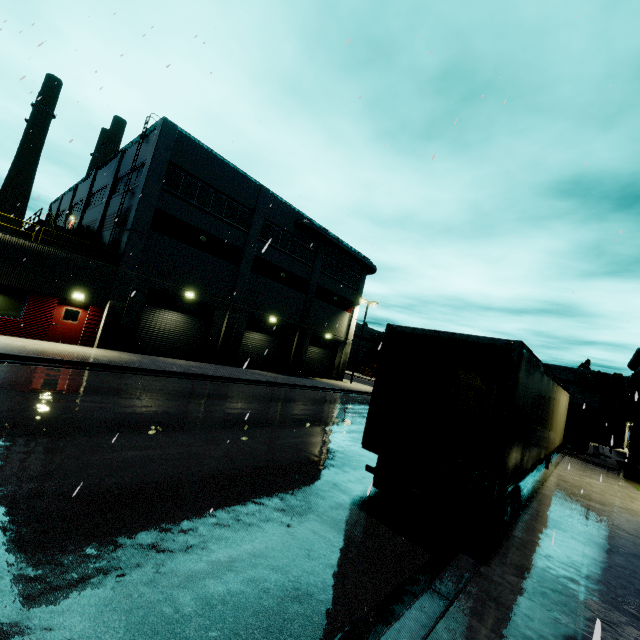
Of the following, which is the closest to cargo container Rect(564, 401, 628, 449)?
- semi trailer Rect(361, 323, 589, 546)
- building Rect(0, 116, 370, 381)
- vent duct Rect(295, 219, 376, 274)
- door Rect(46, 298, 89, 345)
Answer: semi trailer Rect(361, 323, 589, 546)

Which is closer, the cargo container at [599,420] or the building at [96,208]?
the cargo container at [599,420]

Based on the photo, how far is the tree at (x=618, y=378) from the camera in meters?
57.0

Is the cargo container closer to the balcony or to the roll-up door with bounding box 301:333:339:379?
the roll-up door with bounding box 301:333:339:379

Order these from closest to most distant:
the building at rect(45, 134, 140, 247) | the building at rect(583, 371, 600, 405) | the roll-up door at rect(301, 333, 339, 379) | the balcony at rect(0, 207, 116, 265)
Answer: the balcony at rect(0, 207, 116, 265)
the building at rect(45, 134, 140, 247)
the roll-up door at rect(301, 333, 339, 379)
the building at rect(583, 371, 600, 405)

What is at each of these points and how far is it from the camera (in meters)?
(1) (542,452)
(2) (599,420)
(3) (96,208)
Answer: (1) semi trailer, 10.19
(2) cargo container, 19.00
(3) building, 27.70

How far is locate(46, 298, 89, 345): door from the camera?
17.5 meters

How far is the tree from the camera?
57.0 meters
